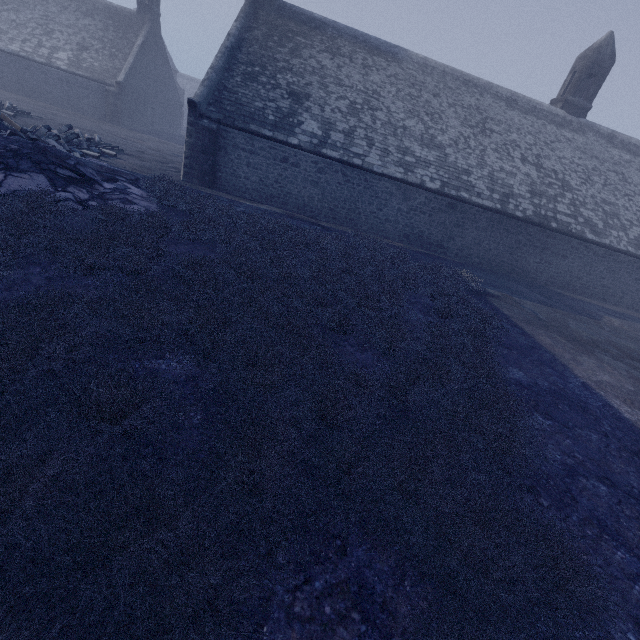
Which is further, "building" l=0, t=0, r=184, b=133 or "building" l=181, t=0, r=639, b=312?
"building" l=0, t=0, r=184, b=133

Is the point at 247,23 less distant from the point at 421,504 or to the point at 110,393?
the point at 110,393

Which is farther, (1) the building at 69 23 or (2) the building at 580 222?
(1) the building at 69 23
